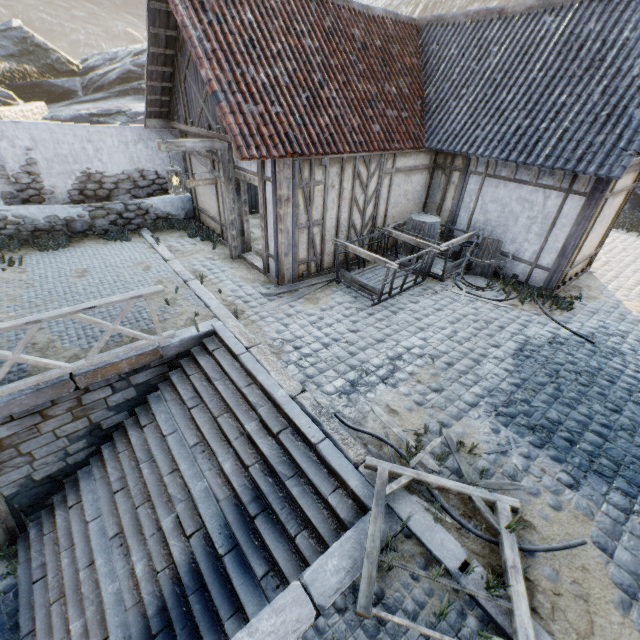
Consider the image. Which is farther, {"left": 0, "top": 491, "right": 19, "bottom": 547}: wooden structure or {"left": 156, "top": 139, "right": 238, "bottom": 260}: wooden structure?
{"left": 156, "top": 139, "right": 238, "bottom": 260}: wooden structure

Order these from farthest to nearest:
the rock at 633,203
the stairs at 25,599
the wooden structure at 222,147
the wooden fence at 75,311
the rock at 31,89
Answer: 1. the rock at 31,89
2. the rock at 633,203
3. the wooden structure at 222,147
4. the wooden fence at 75,311
5. the stairs at 25,599

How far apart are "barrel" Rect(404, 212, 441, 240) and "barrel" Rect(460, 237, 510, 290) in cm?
100

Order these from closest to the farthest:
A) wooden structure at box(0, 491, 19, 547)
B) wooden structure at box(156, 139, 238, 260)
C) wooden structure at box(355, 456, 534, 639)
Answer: wooden structure at box(355, 456, 534, 639), wooden structure at box(0, 491, 19, 547), wooden structure at box(156, 139, 238, 260)

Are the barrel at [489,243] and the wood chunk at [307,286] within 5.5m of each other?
yes

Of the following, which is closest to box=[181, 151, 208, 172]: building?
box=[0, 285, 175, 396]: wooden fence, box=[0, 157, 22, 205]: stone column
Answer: box=[0, 285, 175, 396]: wooden fence

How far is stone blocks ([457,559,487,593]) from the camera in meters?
3.1 m

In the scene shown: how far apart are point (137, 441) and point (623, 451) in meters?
7.8 m
